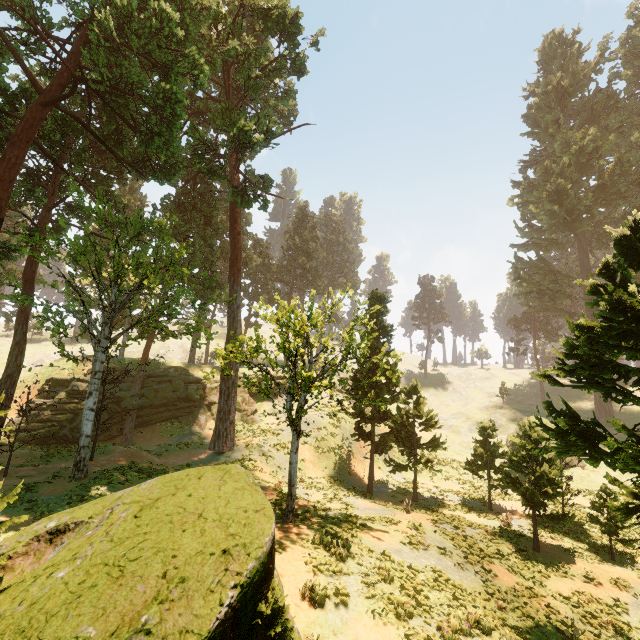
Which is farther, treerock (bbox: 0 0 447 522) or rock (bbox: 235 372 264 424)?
rock (bbox: 235 372 264 424)

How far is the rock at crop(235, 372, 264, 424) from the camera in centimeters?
3628cm

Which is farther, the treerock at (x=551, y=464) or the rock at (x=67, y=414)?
the rock at (x=67, y=414)

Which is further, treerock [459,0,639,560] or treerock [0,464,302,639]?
treerock [459,0,639,560]

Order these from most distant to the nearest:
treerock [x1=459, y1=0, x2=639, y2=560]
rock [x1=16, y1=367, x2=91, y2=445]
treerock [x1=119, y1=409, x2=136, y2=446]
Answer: treerock [x1=119, y1=409, x2=136, y2=446]
rock [x1=16, y1=367, x2=91, y2=445]
treerock [x1=459, y1=0, x2=639, y2=560]

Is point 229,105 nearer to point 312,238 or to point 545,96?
point 312,238
